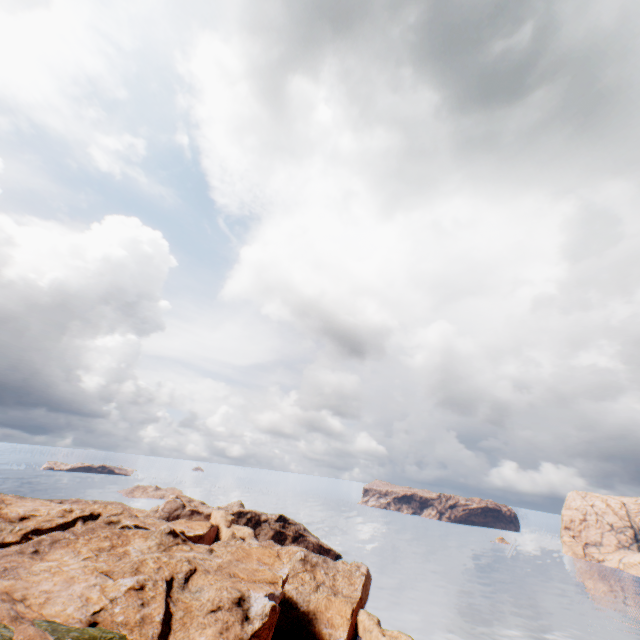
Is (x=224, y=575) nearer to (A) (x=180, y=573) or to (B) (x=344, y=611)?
(A) (x=180, y=573)
